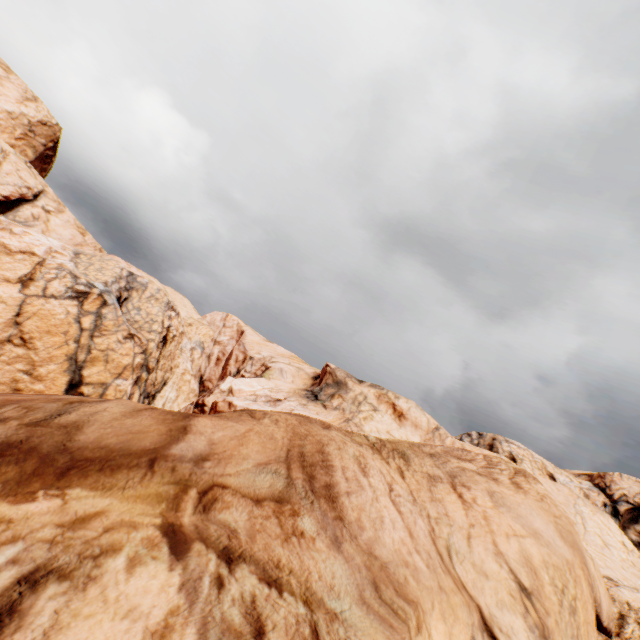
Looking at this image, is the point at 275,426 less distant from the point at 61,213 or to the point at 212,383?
the point at 61,213
